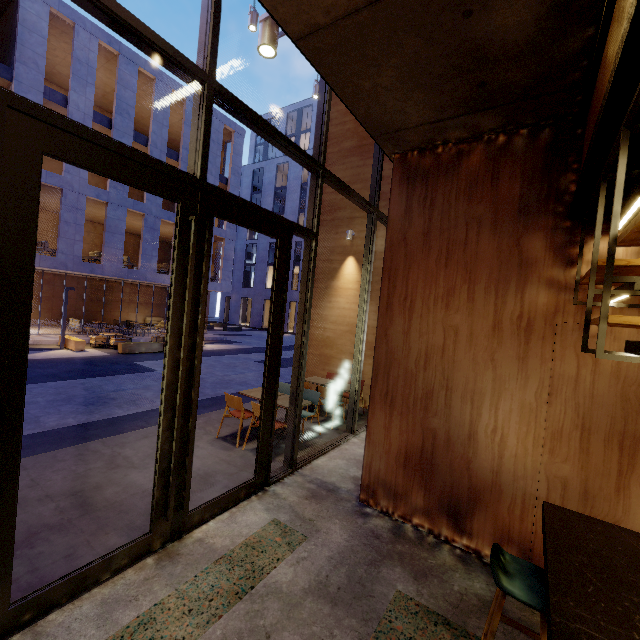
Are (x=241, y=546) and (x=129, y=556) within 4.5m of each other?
yes

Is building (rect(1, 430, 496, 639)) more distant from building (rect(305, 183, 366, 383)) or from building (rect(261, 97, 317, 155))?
building (rect(261, 97, 317, 155))

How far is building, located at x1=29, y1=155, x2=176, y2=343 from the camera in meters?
16.2 m

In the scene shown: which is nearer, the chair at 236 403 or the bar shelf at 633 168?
the bar shelf at 633 168

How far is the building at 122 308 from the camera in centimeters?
1616cm

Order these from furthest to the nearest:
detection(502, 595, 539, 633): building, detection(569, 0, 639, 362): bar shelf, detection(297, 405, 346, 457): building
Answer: detection(297, 405, 346, 457): building
detection(502, 595, 539, 633): building
detection(569, 0, 639, 362): bar shelf

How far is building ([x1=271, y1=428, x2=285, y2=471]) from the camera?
5.05m

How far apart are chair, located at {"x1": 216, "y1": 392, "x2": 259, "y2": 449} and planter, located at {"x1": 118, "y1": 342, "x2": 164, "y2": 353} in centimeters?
1167cm
